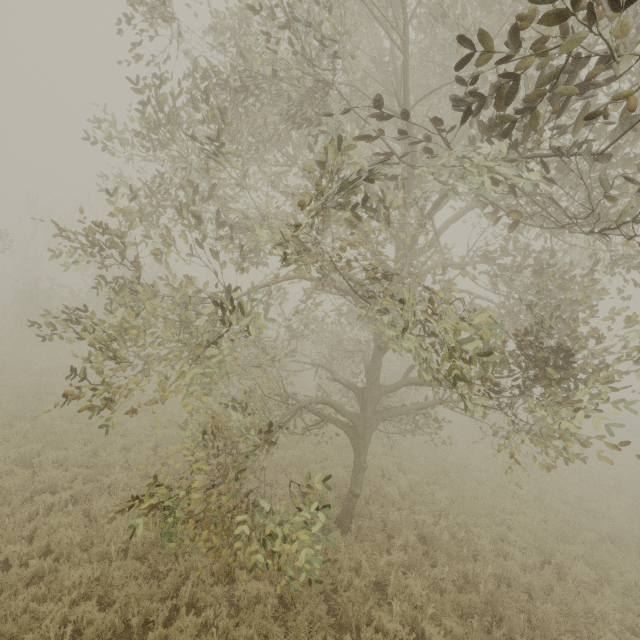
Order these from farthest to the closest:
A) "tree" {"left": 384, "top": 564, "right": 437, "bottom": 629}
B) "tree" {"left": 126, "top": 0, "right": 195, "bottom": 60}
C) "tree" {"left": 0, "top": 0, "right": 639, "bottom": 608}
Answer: "tree" {"left": 384, "top": 564, "right": 437, "bottom": 629} < "tree" {"left": 126, "top": 0, "right": 195, "bottom": 60} < "tree" {"left": 0, "top": 0, "right": 639, "bottom": 608}

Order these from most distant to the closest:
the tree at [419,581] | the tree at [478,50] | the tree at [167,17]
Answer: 1. the tree at [419,581]
2. the tree at [167,17]
3. the tree at [478,50]

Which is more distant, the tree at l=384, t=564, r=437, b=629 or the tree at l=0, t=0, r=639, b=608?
the tree at l=384, t=564, r=437, b=629

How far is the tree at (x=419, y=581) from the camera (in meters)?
6.62

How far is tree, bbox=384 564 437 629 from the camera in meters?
6.6 m

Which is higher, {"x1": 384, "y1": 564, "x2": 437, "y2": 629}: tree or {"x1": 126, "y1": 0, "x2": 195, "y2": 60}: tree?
{"x1": 126, "y1": 0, "x2": 195, "y2": 60}: tree

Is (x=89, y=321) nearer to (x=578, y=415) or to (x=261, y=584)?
(x=261, y=584)
